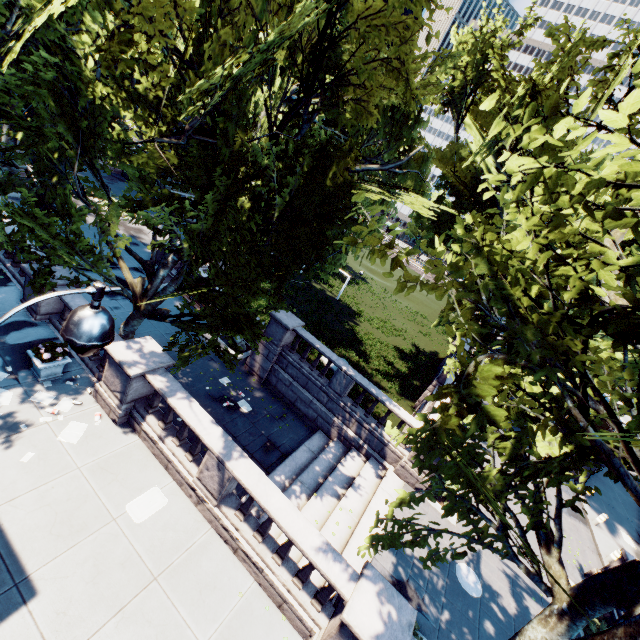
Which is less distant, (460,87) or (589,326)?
(589,326)

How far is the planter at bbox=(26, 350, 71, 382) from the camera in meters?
9.6

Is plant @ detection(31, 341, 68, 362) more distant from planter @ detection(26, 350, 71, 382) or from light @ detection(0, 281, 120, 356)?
light @ detection(0, 281, 120, 356)

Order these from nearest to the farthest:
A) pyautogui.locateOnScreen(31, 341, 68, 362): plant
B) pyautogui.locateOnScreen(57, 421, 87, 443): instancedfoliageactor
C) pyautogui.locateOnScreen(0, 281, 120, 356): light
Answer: pyautogui.locateOnScreen(0, 281, 120, 356): light → pyautogui.locateOnScreen(57, 421, 87, 443): instancedfoliageactor → pyautogui.locateOnScreen(31, 341, 68, 362): plant

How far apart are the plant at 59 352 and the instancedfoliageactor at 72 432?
2.11m

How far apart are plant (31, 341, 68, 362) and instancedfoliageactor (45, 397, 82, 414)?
1.11m

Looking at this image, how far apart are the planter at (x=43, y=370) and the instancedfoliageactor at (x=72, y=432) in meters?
1.8

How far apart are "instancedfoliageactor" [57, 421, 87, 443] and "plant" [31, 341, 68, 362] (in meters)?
2.11
